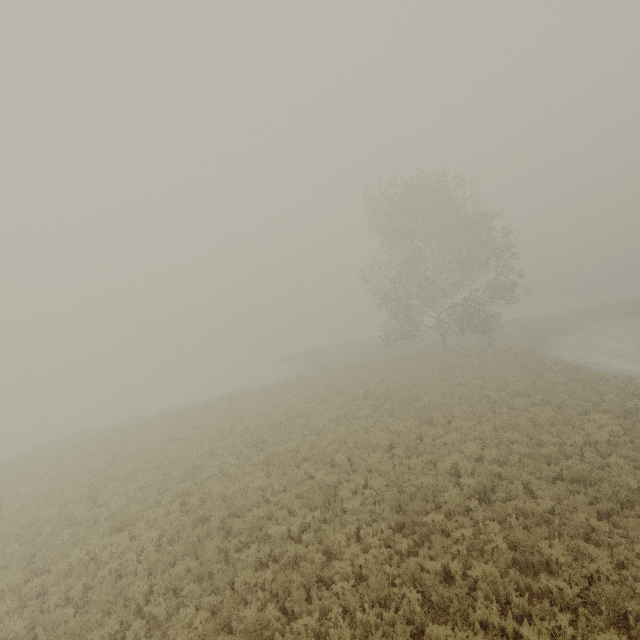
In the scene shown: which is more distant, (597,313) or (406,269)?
(597,313)
